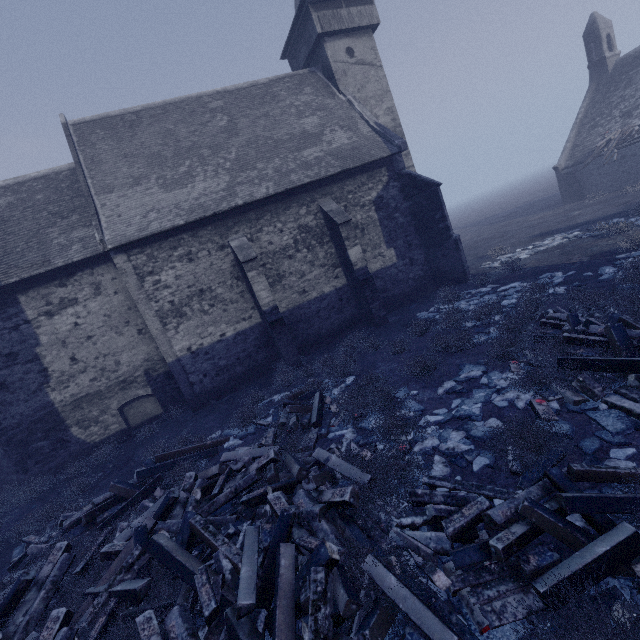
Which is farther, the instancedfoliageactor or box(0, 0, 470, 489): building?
box(0, 0, 470, 489): building

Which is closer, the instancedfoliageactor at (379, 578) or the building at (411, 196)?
the instancedfoliageactor at (379, 578)

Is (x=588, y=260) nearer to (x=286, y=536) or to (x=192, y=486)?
(x=286, y=536)

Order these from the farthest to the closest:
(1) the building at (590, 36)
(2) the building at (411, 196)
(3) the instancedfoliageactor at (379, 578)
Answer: (1) the building at (590, 36), (2) the building at (411, 196), (3) the instancedfoliageactor at (379, 578)

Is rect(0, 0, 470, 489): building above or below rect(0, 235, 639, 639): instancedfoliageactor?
above

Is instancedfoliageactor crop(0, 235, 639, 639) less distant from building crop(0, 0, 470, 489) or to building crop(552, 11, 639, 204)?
building crop(0, 0, 470, 489)

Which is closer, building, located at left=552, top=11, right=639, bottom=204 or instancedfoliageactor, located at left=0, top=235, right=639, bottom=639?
instancedfoliageactor, located at left=0, top=235, right=639, bottom=639
